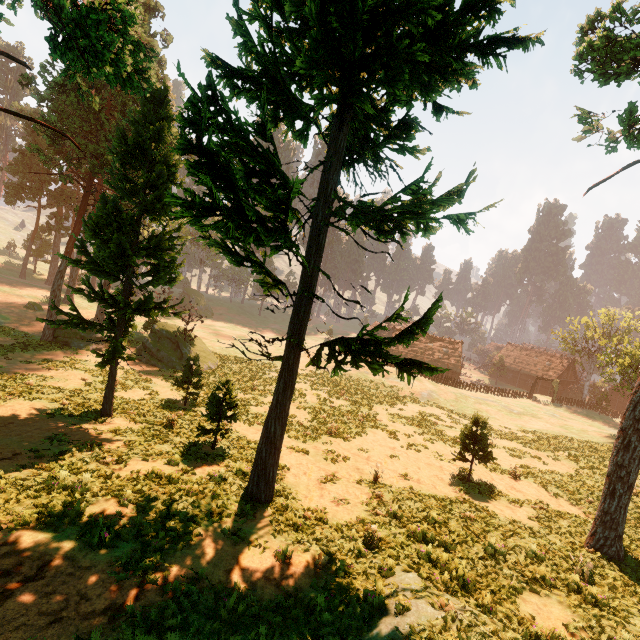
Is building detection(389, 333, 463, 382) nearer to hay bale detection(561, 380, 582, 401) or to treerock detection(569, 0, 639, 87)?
treerock detection(569, 0, 639, 87)

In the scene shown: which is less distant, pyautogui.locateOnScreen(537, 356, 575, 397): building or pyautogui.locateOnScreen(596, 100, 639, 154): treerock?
pyautogui.locateOnScreen(596, 100, 639, 154): treerock

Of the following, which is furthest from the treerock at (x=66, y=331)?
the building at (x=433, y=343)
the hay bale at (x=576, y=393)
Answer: the hay bale at (x=576, y=393)

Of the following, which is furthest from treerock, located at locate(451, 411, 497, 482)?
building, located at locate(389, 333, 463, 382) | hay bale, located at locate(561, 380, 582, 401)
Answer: hay bale, located at locate(561, 380, 582, 401)

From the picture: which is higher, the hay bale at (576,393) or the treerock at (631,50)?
the treerock at (631,50)

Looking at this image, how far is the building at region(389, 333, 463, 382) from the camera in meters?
55.5

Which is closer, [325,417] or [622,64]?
[622,64]
